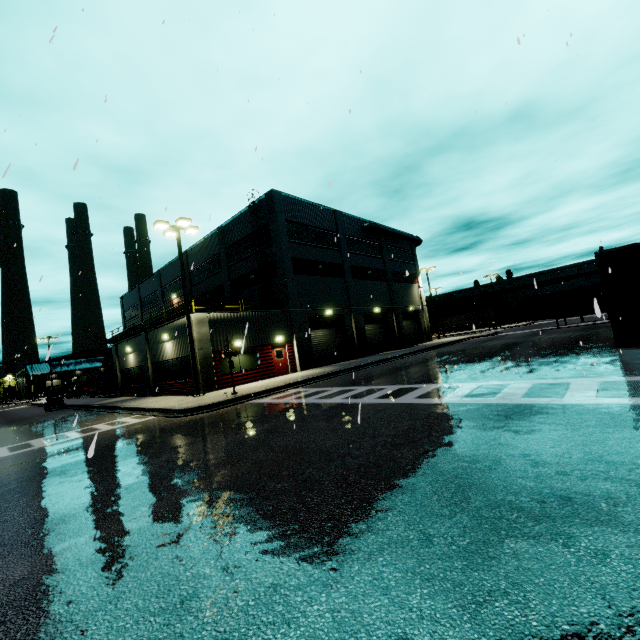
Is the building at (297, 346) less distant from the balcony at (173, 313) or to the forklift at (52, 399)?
the balcony at (173, 313)

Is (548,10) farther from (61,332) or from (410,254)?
(410,254)

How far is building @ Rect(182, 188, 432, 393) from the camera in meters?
21.3 m

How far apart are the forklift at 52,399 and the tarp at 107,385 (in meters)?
3.28

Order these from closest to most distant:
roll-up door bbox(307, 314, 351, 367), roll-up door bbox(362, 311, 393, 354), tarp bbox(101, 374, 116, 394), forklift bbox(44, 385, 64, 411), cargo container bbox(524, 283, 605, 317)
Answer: roll-up door bbox(307, 314, 351, 367), forklift bbox(44, 385, 64, 411), cargo container bbox(524, 283, 605, 317), tarp bbox(101, 374, 116, 394), roll-up door bbox(362, 311, 393, 354)

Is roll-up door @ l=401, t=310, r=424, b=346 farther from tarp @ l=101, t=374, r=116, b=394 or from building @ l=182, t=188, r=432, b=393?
tarp @ l=101, t=374, r=116, b=394

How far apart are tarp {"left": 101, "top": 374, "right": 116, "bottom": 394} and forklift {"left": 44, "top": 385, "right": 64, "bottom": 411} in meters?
3.3 m

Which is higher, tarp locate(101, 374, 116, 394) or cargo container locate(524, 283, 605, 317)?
cargo container locate(524, 283, 605, 317)
